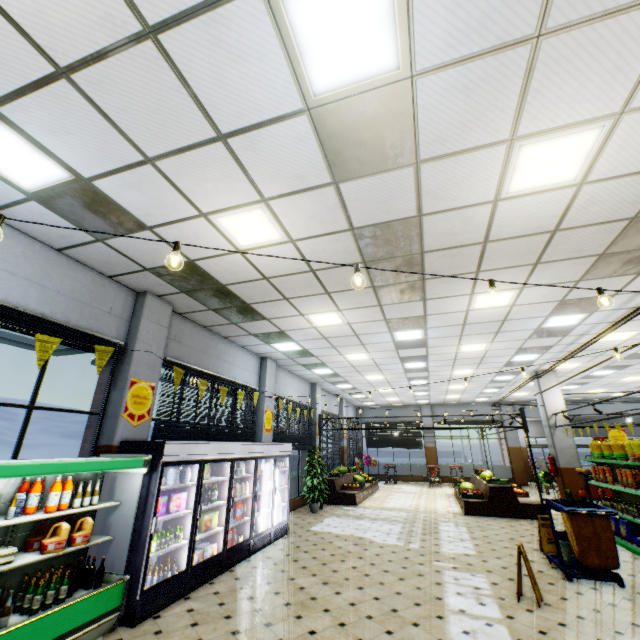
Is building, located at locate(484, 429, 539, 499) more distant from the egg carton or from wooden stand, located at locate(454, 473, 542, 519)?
the egg carton

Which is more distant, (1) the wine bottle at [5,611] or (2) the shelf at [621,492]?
(2) the shelf at [621,492]

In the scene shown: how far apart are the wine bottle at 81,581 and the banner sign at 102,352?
2.5m

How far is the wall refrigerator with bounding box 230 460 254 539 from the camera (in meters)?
6.94

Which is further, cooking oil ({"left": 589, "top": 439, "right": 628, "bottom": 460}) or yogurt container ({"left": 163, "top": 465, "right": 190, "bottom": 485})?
cooking oil ({"left": 589, "top": 439, "right": 628, "bottom": 460})

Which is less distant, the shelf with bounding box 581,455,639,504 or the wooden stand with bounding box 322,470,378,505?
the shelf with bounding box 581,455,639,504

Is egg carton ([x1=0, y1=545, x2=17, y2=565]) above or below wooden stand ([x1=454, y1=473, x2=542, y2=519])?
above

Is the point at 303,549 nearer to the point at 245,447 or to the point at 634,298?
the point at 245,447
